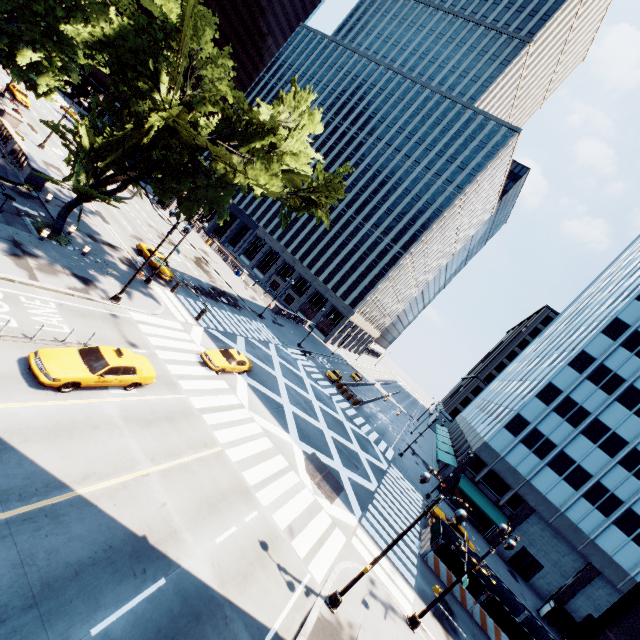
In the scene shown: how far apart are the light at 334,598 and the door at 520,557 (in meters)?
36.19

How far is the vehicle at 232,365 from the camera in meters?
23.2 m

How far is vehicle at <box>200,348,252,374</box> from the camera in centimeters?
2322cm

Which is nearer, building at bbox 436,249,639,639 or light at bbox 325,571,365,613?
light at bbox 325,571,365,613

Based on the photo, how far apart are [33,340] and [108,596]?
10.74m

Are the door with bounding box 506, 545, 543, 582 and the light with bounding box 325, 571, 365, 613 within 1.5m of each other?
no

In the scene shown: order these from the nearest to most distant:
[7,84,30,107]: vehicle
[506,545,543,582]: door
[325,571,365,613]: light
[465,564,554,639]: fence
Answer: [325,571,365,613]: light, [465,564,554,639]: fence, [506,545,543,582]: door, [7,84,30,107]: vehicle

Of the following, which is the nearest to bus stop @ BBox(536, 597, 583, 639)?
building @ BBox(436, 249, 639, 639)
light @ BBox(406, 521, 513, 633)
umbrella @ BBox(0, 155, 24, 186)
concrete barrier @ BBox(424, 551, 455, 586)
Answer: building @ BBox(436, 249, 639, 639)
